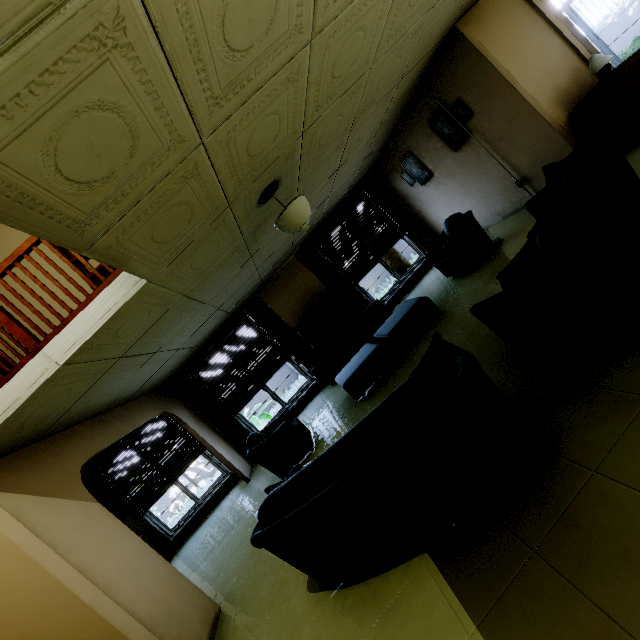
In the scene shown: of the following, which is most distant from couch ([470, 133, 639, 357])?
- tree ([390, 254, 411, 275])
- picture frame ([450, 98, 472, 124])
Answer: tree ([390, 254, 411, 275])

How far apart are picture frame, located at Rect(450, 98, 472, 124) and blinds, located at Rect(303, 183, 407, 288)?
2.42m

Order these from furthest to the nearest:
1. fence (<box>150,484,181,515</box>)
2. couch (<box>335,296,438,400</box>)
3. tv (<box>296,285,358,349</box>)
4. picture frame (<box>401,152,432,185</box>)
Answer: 1. fence (<box>150,484,181,515</box>)
2. tv (<box>296,285,358,349</box>)
3. picture frame (<box>401,152,432,185</box>)
4. couch (<box>335,296,438,400</box>)

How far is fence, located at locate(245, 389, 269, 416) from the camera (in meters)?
13.79

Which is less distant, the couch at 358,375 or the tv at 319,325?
the couch at 358,375

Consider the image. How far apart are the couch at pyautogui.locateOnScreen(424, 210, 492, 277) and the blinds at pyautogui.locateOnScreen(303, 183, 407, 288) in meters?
2.0

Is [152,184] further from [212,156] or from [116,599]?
[116,599]

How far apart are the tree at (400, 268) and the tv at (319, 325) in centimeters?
454cm
